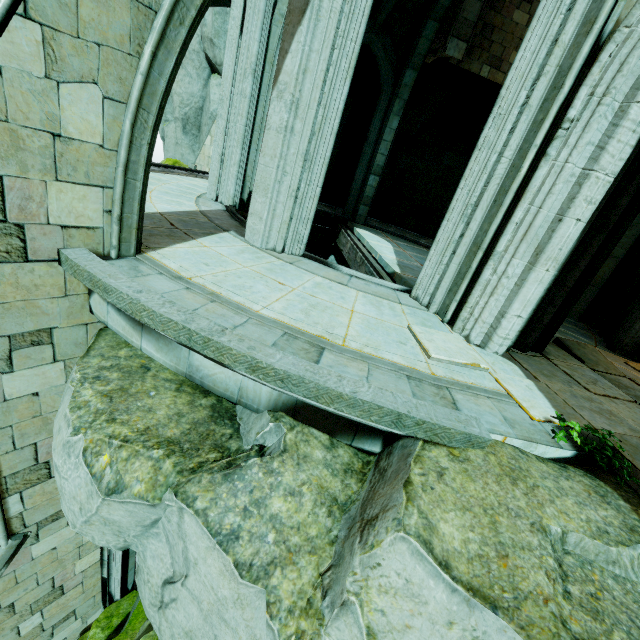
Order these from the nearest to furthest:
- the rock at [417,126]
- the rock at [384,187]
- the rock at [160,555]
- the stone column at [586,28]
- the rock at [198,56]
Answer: the rock at [160,555] < the stone column at [586,28] < the rock at [198,56] < the rock at [417,126] < the rock at [384,187]

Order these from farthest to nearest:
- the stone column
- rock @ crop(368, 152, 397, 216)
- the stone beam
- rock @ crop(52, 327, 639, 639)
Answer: rock @ crop(368, 152, 397, 216) < the stone beam < the stone column < rock @ crop(52, 327, 639, 639)

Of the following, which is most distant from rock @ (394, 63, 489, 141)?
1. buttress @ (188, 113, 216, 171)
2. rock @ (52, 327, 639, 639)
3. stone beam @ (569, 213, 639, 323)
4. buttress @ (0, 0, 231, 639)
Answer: buttress @ (0, 0, 231, 639)

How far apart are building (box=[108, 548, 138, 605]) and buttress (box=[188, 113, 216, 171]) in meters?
10.6

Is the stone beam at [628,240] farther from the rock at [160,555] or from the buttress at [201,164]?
the buttress at [201,164]

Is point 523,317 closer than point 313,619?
No

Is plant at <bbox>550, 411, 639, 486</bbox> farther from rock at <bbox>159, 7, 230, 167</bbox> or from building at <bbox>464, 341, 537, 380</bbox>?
rock at <bbox>159, 7, 230, 167</bbox>

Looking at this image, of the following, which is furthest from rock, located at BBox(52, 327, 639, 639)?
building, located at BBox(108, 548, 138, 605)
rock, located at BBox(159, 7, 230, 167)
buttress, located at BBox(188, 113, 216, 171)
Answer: buttress, located at BBox(188, 113, 216, 171)
